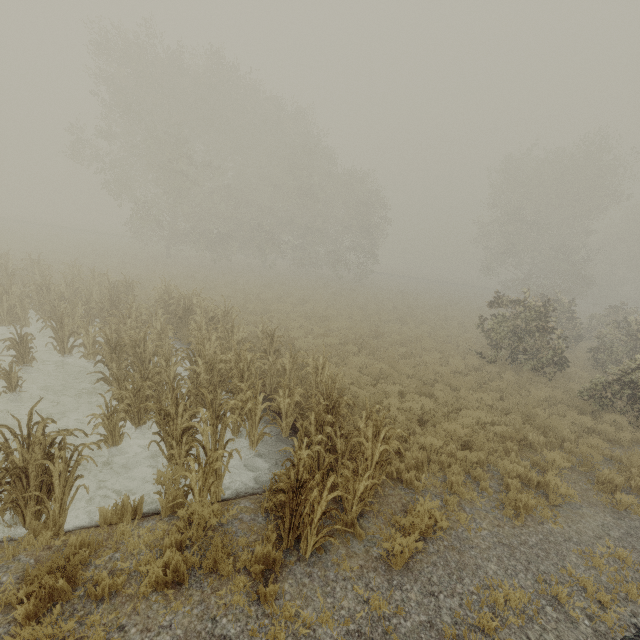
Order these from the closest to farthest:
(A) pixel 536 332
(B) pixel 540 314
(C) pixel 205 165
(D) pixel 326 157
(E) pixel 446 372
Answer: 1. (E) pixel 446 372
2. (B) pixel 540 314
3. (A) pixel 536 332
4. (C) pixel 205 165
5. (D) pixel 326 157
